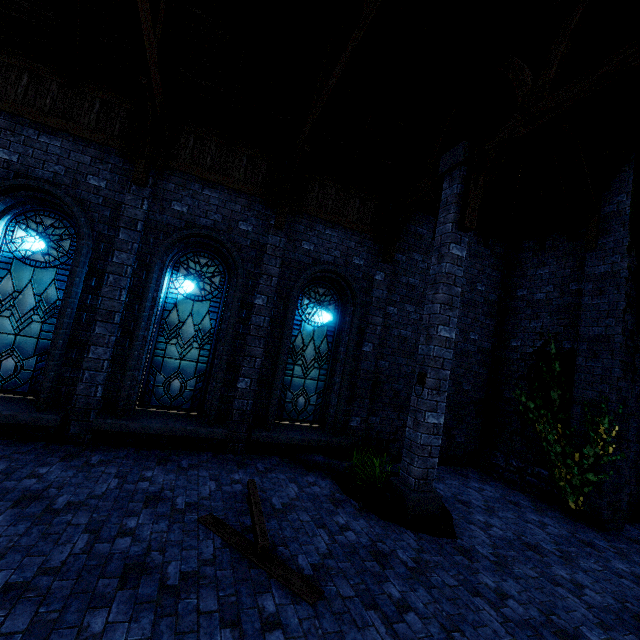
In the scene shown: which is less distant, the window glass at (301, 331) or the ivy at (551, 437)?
the ivy at (551, 437)

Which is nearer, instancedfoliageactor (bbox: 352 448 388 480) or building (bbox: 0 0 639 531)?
building (bbox: 0 0 639 531)

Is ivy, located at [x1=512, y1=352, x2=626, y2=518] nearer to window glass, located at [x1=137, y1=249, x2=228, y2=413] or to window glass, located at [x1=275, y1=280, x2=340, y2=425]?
window glass, located at [x1=275, y1=280, x2=340, y2=425]

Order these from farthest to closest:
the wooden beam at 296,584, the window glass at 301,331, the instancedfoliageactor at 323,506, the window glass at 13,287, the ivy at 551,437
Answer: the window glass at 301,331 → the ivy at 551,437 → the window glass at 13,287 → the instancedfoliageactor at 323,506 → the wooden beam at 296,584

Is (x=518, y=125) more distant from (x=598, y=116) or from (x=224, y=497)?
(x=224, y=497)

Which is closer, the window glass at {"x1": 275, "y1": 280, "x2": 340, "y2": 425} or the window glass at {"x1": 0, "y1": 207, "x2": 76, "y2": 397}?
the window glass at {"x1": 0, "y1": 207, "x2": 76, "y2": 397}

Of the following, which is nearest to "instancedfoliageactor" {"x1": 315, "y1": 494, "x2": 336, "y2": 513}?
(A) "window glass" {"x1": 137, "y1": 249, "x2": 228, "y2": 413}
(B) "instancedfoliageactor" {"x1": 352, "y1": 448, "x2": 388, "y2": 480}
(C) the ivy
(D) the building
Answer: (B) "instancedfoliageactor" {"x1": 352, "y1": 448, "x2": 388, "y2": 480}

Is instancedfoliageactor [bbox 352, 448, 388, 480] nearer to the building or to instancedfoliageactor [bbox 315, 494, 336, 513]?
instancedfoliageactor [bbox 315, 494, 336, 513]
